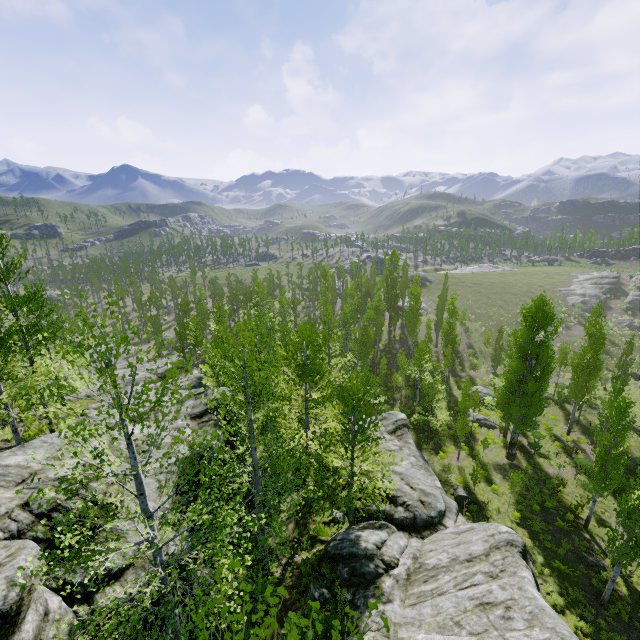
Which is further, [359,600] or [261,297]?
[261,297]

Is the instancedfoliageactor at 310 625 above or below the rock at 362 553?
above

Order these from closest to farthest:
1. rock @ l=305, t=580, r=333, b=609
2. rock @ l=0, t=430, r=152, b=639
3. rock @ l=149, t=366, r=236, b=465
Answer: rock @ l=0, t=430, r=152, b=639 < rock @ l=305, t=580, r=333, b=609 < rock @ l=149, t=366, r=236, b=465

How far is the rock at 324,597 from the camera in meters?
12.2 m

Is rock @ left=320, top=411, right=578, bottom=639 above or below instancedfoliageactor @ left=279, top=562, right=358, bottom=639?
below

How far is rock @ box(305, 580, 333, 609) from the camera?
12.2m
